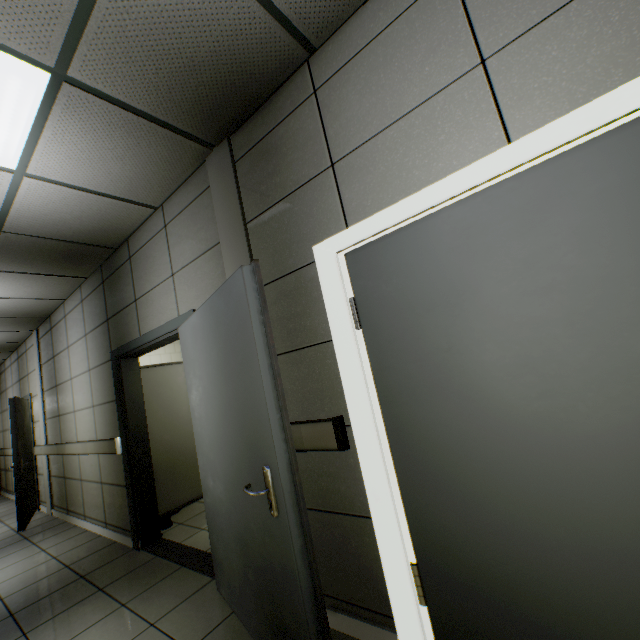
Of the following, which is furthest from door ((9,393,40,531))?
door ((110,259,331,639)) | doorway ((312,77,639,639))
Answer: doorway ((312,77,639,639))

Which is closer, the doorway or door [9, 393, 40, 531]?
the doorway

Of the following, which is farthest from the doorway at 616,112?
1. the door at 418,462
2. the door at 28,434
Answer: the door at 28,434

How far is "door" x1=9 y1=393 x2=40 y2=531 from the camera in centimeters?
496cm

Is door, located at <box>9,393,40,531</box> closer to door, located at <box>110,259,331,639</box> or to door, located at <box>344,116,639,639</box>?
door, located at <box>110,259,331,639</box>

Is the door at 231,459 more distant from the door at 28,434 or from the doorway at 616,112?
the door at 28,434

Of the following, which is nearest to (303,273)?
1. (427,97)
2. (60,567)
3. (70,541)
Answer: (427,97)
